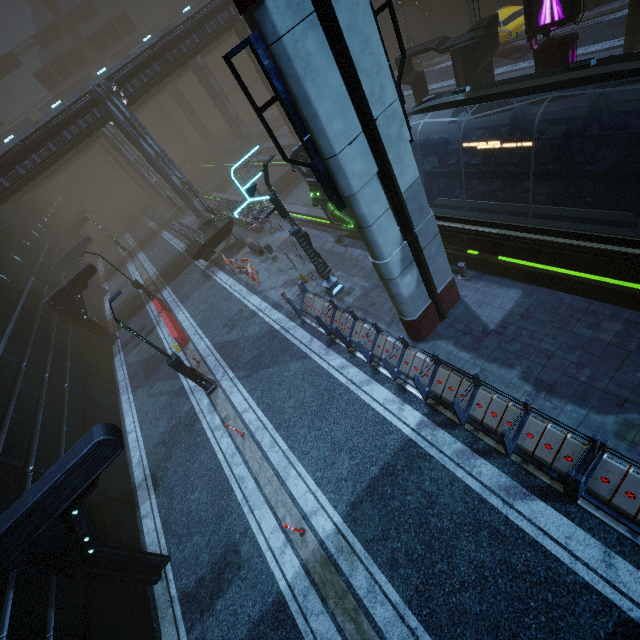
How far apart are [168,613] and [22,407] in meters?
8.7 m

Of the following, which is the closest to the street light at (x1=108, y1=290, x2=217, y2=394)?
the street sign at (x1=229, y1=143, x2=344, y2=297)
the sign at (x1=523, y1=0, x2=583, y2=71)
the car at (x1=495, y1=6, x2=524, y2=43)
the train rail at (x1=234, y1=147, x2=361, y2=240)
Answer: the street sign at (x1=229, y1=143, x2=344, y2=297)

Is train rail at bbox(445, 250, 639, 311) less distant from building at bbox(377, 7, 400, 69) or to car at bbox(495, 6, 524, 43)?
building at bbox(377, 7, 400, 69)

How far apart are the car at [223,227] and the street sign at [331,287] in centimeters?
1086cm

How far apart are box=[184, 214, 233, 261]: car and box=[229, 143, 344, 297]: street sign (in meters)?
10.86

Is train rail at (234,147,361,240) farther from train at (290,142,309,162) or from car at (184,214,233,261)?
car at (184,214,233,261)

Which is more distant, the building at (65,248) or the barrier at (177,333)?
the barrier at (177,333)

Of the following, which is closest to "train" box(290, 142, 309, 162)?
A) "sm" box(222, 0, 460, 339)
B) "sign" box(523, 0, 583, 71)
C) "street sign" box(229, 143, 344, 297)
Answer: "sm" box(222, 0, 460, 339)
